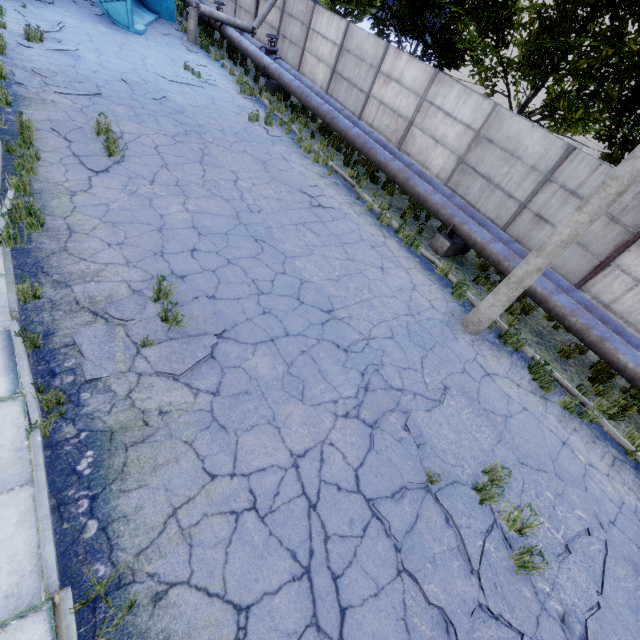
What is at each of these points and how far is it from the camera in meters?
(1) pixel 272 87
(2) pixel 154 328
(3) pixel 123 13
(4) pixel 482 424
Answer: (1) pipe holder, 15.5 m
(2) asphalt debris, 4.6 m
(3) truck dump back, 14.0 m
(4) asphalt debris, 5.6 m

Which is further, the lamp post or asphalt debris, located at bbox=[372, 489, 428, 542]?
the lamp post

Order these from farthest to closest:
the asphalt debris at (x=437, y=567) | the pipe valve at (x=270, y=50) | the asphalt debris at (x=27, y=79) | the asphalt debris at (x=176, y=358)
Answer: the pipe valve at (x=270, y=50)
the asphalt debris at (x=27, y=79)
the asphalt debris at (x=176, y=358)
the asphalt debris at (x=437, y=567)

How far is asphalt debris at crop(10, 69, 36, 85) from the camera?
7.92m

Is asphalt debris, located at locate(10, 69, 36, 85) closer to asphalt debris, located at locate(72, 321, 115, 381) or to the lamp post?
asphalt debris, located at locate(72, 321, 115, 381)

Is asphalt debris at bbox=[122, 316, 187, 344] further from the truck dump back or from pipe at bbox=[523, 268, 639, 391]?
the truck dump back

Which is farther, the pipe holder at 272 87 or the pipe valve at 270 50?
the pipe valve at 270 50

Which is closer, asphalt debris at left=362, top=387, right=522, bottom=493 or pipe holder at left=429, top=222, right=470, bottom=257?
asphalt debris at left=362, top=387, right=522, bottom=493
